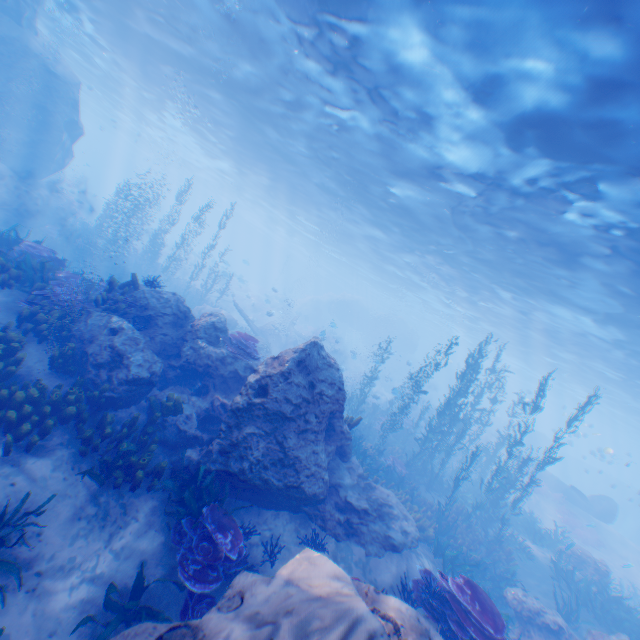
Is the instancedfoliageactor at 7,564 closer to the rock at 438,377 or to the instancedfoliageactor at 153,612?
the instancedfoliageactor at 153,612

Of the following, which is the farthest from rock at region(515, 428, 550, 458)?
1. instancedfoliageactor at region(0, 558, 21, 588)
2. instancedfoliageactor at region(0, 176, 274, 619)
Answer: instancedfoliageactor at region(0, 558, 21, 588)

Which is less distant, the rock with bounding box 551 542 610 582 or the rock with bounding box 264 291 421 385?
the rock with bounding box 551 542 610 582

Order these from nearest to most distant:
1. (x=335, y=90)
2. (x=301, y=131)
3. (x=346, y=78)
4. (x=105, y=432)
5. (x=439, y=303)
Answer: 1. (x=105, y=432)
2. (x=346, y=78)
3. (x=335, y=90)
4. (x=301, y=131)
5. (x=439, y=303)

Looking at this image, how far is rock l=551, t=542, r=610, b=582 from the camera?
14.4m

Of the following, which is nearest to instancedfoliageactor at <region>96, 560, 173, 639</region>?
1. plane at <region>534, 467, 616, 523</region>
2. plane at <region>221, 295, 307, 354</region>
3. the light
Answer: plane at <region>221, 295, 307, 354</region>

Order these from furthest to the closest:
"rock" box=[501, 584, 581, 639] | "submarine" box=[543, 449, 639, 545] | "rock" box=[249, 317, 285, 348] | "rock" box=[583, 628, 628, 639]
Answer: "submarine" box=[543, 449, 639, 545] < "rock" box=[249, 317, 285, 348] < "rock" box=[501, 584, 581, 639] < "rock" box=[583, 628, 628, 639]

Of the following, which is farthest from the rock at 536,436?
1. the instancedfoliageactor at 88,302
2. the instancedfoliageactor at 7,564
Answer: the instancedfoliageactor at 7,564
